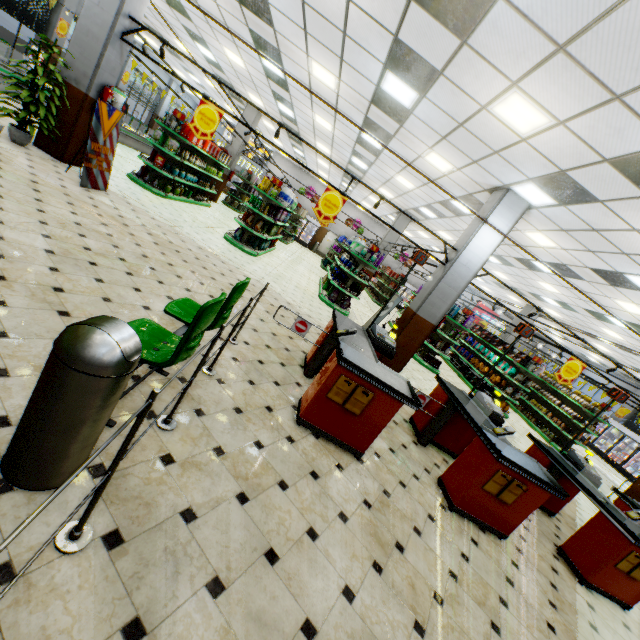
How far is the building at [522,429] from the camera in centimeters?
945cm

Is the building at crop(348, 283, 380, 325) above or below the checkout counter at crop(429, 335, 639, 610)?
below

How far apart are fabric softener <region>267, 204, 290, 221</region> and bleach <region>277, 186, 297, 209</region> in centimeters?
14cm

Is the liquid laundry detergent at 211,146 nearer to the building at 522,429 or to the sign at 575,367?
the building at 522,429

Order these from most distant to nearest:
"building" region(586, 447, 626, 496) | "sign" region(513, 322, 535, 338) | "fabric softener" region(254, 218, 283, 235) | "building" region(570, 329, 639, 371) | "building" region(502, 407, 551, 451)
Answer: "building" region(570, 329, 639, 371)
"building" region(586, 447, 626, 496)
"fabric softener" region(254, 218, 283, 235)
"building" region(502, 407, 551, 451)
"sign" region(513, 322, 535, 338)

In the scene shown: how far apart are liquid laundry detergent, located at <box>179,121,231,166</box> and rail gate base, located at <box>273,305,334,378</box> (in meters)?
9.13

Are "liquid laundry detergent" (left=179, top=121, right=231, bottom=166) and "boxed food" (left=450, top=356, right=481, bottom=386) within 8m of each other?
no

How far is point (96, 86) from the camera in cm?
688
